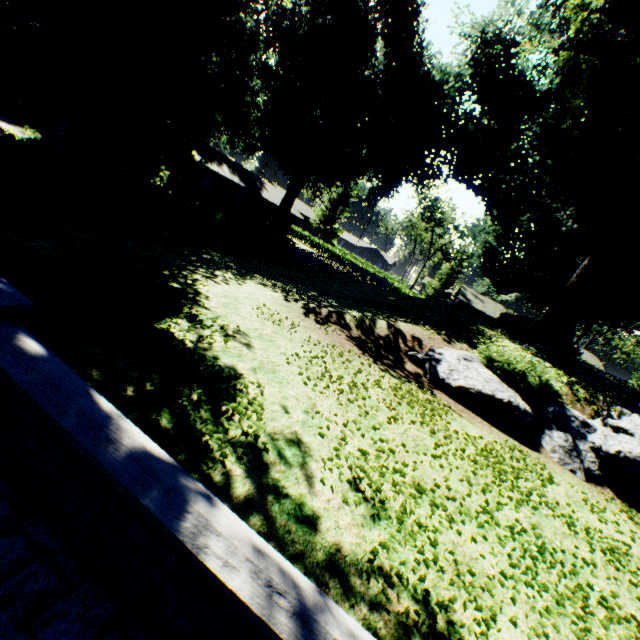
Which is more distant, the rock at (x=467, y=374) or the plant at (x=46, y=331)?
the rock at (x=467, y=374)

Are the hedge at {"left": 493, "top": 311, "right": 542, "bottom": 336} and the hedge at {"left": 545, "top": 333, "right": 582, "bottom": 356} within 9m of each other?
yes

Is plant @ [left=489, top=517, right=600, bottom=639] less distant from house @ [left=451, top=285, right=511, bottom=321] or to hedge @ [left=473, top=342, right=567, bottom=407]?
house @ [left=451, top=285, right=511, bottom=321]

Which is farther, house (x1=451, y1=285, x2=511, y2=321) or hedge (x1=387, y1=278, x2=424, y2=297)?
house (x1=451, y1=285, x2=511, y2=321)

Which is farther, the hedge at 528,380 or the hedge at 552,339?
the hedge at 552,339

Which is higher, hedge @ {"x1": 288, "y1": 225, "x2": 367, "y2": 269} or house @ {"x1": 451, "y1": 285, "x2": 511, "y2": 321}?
house @ {"x1": 451, "y1": 285, "x2": 511, "y2": 321}

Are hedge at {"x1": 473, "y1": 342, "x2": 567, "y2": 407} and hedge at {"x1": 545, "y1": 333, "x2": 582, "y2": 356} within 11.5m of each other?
no

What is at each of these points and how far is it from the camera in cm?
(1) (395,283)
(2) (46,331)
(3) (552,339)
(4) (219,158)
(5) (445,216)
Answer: (1) hedge, 4400
(2) plant, 370
(3) hedge, 2205
(4) house, 3906
(5) tree, 5969
